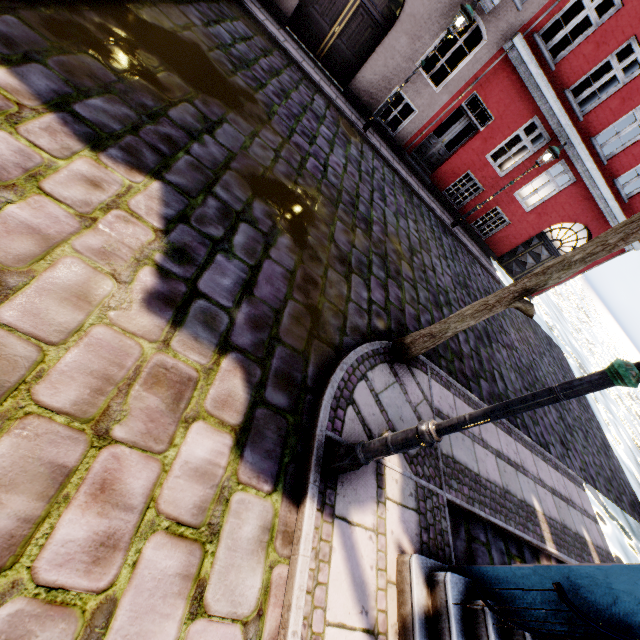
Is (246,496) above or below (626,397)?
above

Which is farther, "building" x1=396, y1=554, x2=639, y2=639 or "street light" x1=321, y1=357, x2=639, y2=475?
"building" x1=396, y1=554, x2=639, y2=639

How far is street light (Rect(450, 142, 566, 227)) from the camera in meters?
9.8 m

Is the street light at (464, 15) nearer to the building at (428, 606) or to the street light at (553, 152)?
the street light at (553, 152)

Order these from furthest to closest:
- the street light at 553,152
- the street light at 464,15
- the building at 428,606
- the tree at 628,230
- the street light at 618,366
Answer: the street light at 553,152, the street light at 464,15, the tree at 628,230, the building at 428,606, the street light at 618,366

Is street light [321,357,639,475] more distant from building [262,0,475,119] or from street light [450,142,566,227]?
building [262,0,475,119]

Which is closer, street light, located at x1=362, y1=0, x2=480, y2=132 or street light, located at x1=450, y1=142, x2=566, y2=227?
street light, located at x1=362, y1=0, x2=480, y2=132
